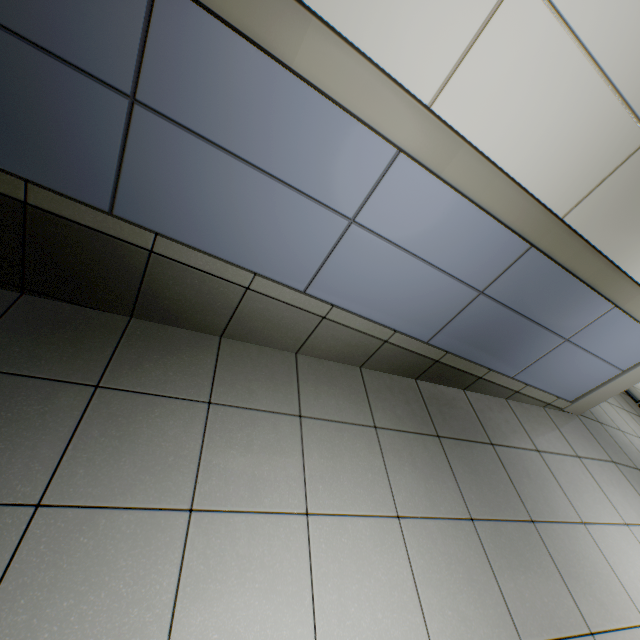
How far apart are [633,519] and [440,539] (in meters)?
1.93
